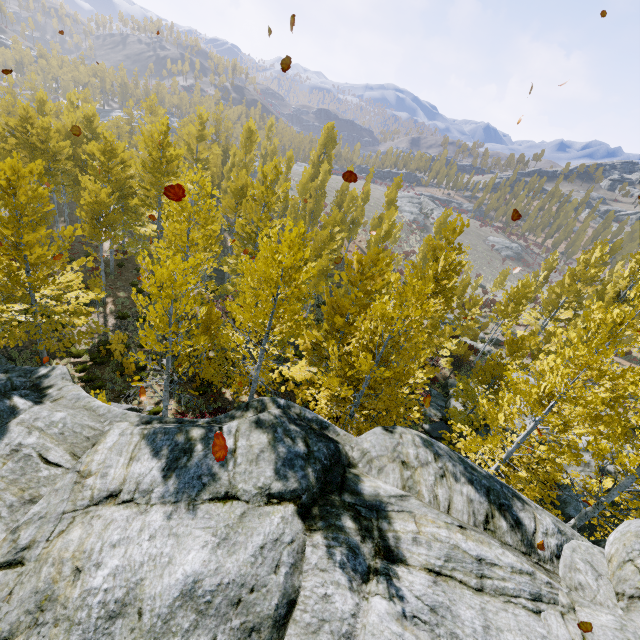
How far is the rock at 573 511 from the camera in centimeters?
1432cm

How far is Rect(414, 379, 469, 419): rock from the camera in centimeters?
2050cm

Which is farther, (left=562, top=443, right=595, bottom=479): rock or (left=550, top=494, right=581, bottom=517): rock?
(left=562, top=443, right=595, bottom=479): rock

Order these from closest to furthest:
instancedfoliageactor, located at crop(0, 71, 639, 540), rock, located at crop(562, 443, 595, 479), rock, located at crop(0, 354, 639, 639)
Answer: rock, located at crop(0, 354, 639, 639)
instancedfoliageactor, located at crop(0, 71, 639, 540)
rock, located at crop(562, 443, 595, 479)

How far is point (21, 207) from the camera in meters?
11.5 m
